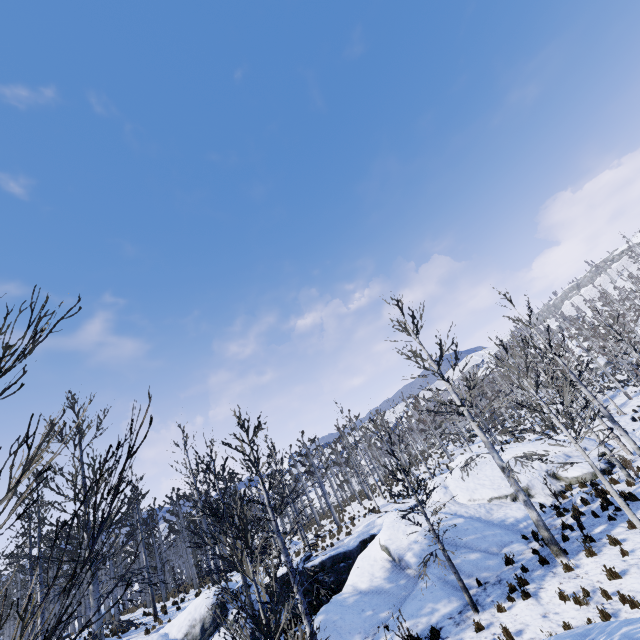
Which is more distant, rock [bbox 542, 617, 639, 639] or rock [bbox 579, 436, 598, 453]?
rock [bbox 579, 436, 598, 453]

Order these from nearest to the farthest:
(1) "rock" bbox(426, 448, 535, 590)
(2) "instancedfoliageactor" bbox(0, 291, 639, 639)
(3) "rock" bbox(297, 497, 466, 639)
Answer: (2) "instancedfoliageactor" bbox(0, 291, 639, 639) → (3) "rock" bbox(297, 497, 466, 639) → (1) "rock" bbox(426, 448, 535, 590)

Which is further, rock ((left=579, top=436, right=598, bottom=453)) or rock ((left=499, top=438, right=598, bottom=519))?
rock ((left=579, top=436, right=598, bottom=453))

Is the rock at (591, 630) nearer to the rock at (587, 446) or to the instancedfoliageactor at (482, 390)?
the rock at (587, 446)

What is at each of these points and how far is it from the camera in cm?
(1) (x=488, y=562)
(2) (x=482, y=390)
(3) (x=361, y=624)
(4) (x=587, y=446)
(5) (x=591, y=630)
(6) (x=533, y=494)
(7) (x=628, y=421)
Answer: (1) rock, 1237
(2) instancedfoliageactor, 1355
(3) rock, 1152
(4) rock, 2000
(5) rock, 560
(6) rock, 1722
(7) rock, 2233

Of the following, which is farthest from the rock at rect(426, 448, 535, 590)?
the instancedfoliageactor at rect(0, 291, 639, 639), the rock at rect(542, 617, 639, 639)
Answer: the rock at rect(542, 617, 639, 639)

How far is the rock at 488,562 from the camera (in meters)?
12.45
